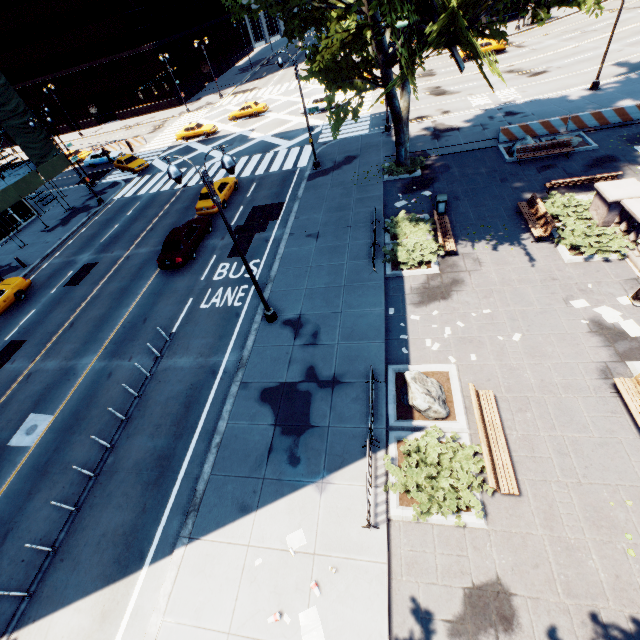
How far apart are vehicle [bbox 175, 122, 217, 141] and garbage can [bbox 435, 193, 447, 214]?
32.54m

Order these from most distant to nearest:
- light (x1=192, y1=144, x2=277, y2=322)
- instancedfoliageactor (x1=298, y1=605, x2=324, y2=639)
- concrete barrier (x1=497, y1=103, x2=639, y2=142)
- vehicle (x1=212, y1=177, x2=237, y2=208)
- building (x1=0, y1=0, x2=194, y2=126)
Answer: building (x1=0, y1=0, x2=194, y2=126), vehicle (x1=212, y1=177, x2=237, y2=208), concrete barrier (x1=497, y1=103, x2=639, y2=142), light (x1=192, y1=144, x2=277, y2=322), instancedfoliageactor (x1=298, y1=605, x2=324, y2=639)

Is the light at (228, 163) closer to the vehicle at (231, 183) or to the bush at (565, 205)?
the vehicle at (231, 183)

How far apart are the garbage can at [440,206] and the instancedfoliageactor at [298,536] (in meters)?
16.20

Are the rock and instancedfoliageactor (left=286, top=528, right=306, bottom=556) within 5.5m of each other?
yes

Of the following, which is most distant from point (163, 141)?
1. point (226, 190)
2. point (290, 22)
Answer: point (290, 22)

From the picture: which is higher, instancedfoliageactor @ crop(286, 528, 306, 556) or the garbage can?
the garbage can

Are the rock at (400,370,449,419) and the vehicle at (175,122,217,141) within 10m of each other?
no
